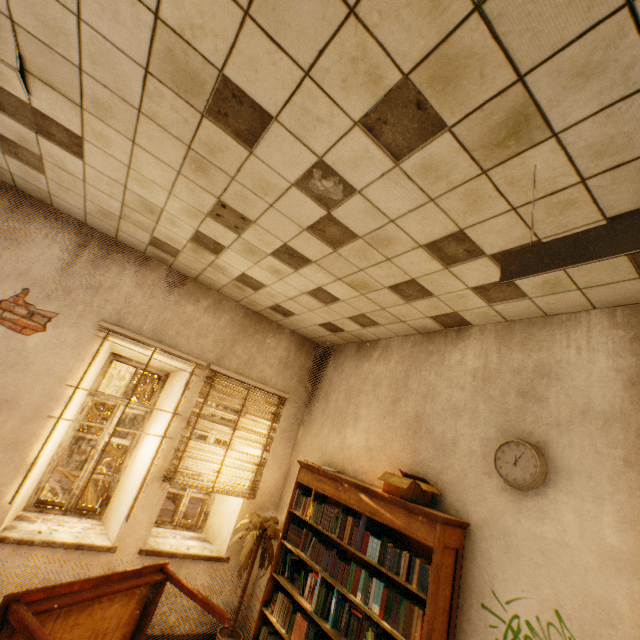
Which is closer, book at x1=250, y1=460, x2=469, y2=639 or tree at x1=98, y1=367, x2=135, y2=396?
book at x1=250, y1=460, x2=469, y2=639

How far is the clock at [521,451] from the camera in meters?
2.3

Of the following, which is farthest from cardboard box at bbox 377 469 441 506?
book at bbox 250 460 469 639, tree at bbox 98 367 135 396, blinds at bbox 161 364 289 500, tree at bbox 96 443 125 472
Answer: tree at bbox 98 367 135 396

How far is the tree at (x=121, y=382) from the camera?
7.75m

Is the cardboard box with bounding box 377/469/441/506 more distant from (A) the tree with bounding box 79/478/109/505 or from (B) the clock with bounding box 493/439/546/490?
(A) the tree with bounding box 79/478/109/505

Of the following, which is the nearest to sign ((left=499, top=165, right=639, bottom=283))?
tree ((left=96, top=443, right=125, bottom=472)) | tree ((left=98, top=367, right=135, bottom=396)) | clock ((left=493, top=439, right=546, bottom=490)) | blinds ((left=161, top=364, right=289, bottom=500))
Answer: clock ((left=493, top=439, right=546, bottom=490))

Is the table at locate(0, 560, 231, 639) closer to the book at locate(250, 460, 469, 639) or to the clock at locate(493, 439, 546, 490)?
the book at locate(250, 460, 469, 639)

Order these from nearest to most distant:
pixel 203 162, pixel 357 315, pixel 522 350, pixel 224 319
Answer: pixel 203 162 → pixel 522 350 → pixel 357 315 → pixel 224 319
